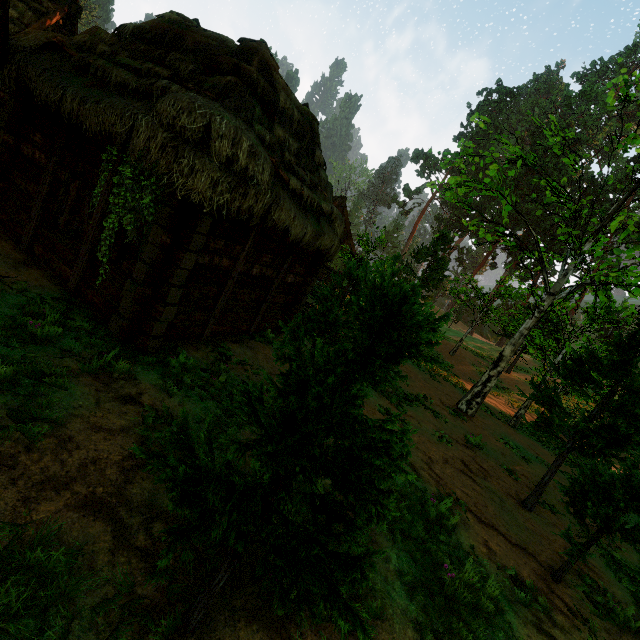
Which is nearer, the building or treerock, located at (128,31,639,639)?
treerock, located at (128,31,639,639)

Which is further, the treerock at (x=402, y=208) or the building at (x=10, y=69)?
the treerock at (x=402, y=208)

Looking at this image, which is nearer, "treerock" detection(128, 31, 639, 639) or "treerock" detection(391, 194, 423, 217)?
"treerock" detection(128, 31, 639, 639)

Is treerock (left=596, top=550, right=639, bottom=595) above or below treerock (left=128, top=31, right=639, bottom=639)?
below

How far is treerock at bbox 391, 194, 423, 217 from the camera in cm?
5600

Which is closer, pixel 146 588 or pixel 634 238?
pixel 146 588

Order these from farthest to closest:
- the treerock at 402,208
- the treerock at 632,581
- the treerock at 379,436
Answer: the treerock at 402,208 < the treerock at 632,581 < the treerock at 379,436
